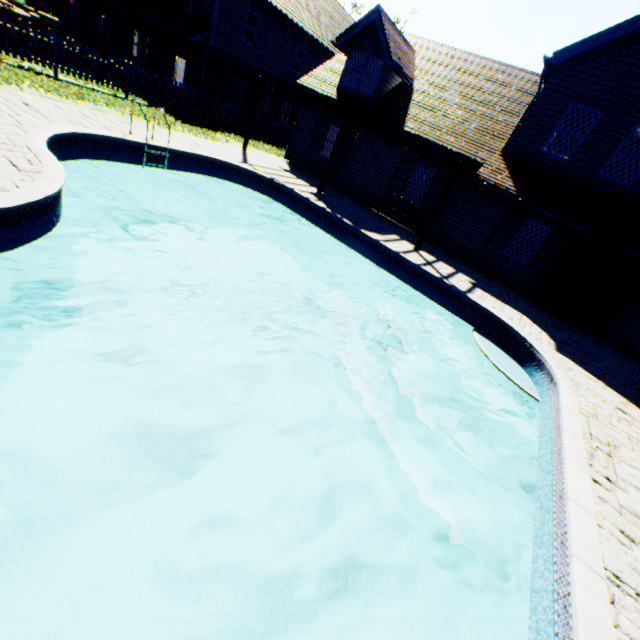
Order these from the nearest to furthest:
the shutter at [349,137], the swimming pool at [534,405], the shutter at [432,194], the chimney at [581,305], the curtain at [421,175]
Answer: the swimming pool at [534,405], the chimney at [581,305], the shutter at [432,194], the curtain at [421,175], the shutter at [349,137]

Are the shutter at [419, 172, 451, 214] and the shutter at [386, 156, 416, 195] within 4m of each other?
yes

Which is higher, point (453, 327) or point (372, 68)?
point (372, 68)

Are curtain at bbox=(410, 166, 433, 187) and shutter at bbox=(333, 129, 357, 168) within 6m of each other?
yes

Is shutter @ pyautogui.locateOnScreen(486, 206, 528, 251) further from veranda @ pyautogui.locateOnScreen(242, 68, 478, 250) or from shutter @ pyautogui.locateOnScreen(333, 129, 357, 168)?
shutter @ pyautogui.locateOnScreen(333, 129, 357, 168)

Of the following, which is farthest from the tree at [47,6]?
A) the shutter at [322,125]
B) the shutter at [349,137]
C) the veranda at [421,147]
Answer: the shutter at [349,137]

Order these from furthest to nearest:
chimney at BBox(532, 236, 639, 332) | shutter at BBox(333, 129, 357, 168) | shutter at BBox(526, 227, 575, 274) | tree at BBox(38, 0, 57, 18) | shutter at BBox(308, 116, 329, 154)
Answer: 1. tree at BBox(38, 0, 57, 18)
2. shutter at BBox(308, 116, 329, 154)
3. shutter at BBox(333, 129, 357, 168)
4. shutter at BBox(526, 227, 575, 274)
5. chimney at BBox(532, 236, 639, 332)

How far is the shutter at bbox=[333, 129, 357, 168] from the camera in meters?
15.2
